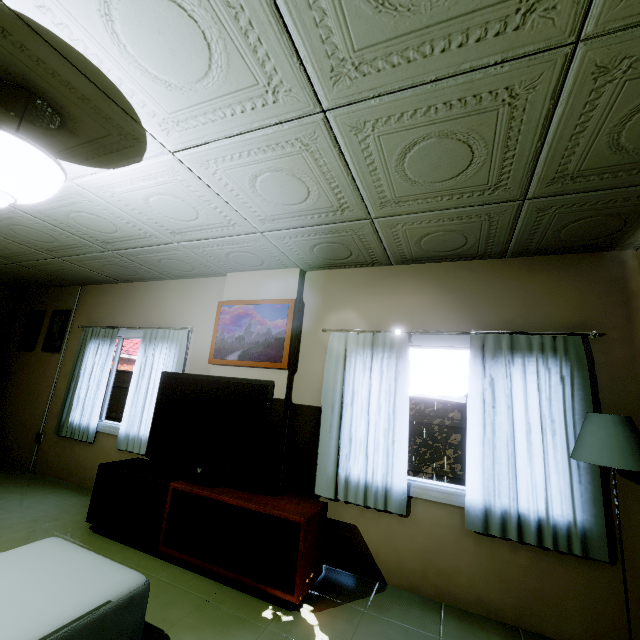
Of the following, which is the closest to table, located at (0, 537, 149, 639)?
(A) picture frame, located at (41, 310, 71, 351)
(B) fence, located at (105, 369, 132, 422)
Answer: (A) picture frame, located at (41, 310, 71, 351)

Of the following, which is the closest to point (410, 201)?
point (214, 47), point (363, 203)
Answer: point (363, 203)

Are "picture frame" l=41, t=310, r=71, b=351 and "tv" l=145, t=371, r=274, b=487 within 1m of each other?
no

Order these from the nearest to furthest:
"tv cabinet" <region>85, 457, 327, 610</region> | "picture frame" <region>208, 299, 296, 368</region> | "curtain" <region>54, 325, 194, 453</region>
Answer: "tv cabinet" <region>85, 457, 327, 610</region> → "picture frame" <region>208, 299, 296, 368</region> → "curtain" <region>54, 325, 194, 453</region>

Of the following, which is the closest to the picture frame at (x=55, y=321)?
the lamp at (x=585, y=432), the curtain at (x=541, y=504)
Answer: the curtain at (x=541, y=504)

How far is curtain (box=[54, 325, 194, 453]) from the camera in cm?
398

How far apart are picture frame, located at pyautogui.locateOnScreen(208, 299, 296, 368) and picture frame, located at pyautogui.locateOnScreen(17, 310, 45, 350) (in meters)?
3.79

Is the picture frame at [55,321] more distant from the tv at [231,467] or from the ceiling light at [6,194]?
the ceiling light at [6,194]
